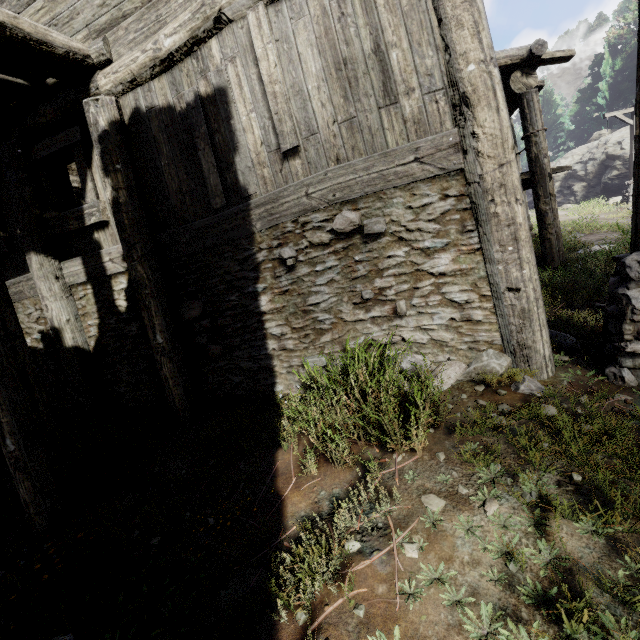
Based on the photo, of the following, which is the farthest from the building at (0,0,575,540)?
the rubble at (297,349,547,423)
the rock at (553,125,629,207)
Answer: the rock at (553,125,629,207)

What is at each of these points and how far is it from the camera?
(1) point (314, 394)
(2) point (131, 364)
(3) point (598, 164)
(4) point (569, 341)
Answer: (1) rubble, 3.5 meters
(2) building, 5.6 meters
(3) rock, 22.4 meters
(4) rubble, 4.1 meters

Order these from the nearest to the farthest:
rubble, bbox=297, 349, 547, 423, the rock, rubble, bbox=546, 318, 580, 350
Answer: rubble, bbox=297, 349, 547, 423 → rubble, bbox=546, 318, 580, 350 → the rock

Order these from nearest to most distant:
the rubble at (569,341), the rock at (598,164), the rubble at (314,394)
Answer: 1. the rubble at (314,394)
2. the rubble at (569,341)
3. the rock at (598,164)

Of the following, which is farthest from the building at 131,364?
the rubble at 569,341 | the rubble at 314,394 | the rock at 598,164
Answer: the rock at 598,164

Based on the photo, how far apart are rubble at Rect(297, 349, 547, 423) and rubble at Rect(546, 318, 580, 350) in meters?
0.7 m

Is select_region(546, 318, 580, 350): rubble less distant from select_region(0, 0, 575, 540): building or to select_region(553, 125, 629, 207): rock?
select_region(0, 0, 575, 540): building

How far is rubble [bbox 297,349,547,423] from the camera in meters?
3.2
